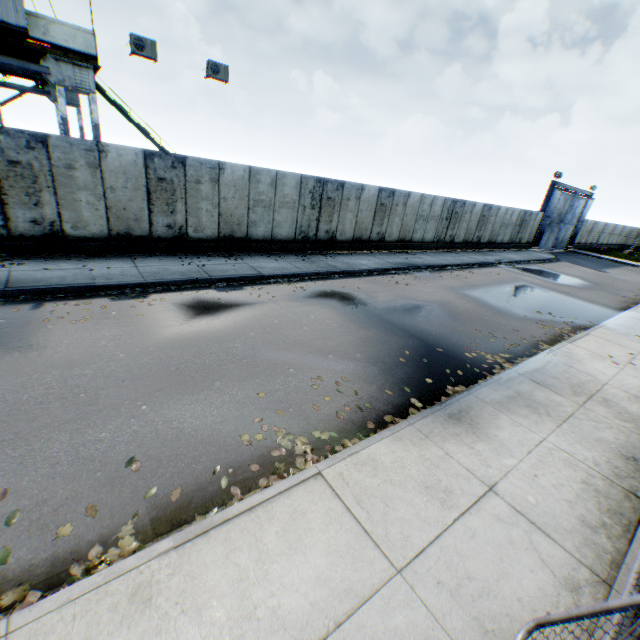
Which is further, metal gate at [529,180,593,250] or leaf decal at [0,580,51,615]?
metal gate at [529,180,593,250]

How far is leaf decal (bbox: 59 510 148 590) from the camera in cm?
296

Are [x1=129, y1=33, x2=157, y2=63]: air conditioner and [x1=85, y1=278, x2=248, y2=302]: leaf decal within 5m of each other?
no

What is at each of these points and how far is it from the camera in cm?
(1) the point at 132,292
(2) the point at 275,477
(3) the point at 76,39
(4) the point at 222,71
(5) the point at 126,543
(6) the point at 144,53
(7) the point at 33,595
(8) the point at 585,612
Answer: (1) leaf decal, 884
(2) leaf decal, 419
(3) landrig, 1172
(4) air conditioner, 1334
(5) leaf decal, 324
(6) air conditioner, 1172
(7) leaf decal, 278
(8) metal fence, 241

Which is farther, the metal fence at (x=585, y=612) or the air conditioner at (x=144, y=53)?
the air conditioner at (x=144, y=53)

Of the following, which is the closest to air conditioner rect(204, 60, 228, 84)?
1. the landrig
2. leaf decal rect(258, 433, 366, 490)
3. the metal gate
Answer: the landrig

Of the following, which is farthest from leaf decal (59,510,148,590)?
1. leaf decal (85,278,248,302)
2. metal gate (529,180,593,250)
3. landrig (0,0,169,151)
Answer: metal gate (529,180,593,250)

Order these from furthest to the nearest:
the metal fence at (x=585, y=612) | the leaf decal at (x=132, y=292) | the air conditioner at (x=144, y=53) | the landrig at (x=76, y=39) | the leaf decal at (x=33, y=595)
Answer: the air conditioner at (x=144, y=53)
the landrig at (x=76, y=39)
the leaf decal at (x=132, y=292)
the leaf decal at (x=33, y=595)
the metal fence at (x=585, y=612)
